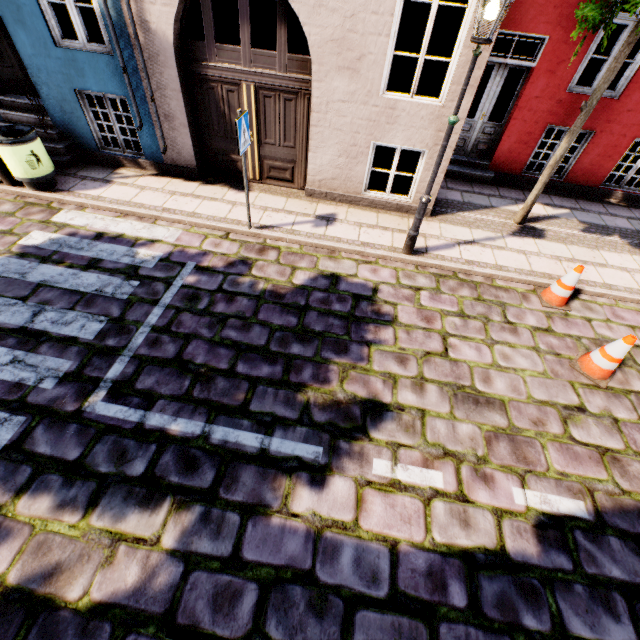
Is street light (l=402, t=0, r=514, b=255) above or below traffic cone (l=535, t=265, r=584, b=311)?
above

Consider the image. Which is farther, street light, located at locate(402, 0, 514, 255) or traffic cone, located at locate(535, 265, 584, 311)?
traffic cone, located at locate(535, 265, 584, 311)

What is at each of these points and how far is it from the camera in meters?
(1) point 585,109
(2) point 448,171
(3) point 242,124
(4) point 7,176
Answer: (1) tree, 5.5
(2) building, 8.4
(3) sign, 4.8
(4) street light, 6.3

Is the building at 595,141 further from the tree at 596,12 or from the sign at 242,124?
the sign at 242,124

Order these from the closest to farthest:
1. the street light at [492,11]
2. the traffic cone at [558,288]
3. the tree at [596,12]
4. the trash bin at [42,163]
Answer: the street light at [492,11] < the tree at [596,12] < the traffic cone at [558,288] < the trash bin at [42,163]

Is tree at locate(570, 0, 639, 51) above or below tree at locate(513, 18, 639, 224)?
above

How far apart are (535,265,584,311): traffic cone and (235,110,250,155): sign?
5.6 meters

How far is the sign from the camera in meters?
4.7 m
